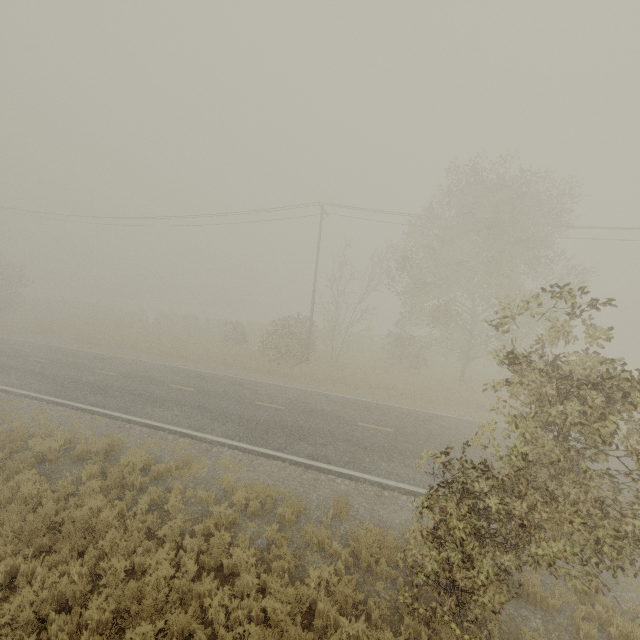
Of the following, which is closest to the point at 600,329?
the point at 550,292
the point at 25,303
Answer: the point at 550,292
